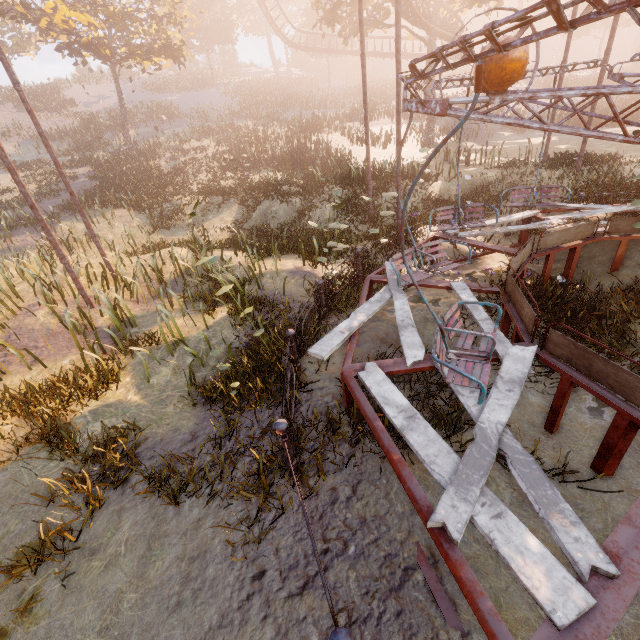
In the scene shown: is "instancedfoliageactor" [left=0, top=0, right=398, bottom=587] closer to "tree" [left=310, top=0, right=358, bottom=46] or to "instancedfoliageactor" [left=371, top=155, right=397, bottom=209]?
"tree" [left=310, top=0, right=358, bottom=46]

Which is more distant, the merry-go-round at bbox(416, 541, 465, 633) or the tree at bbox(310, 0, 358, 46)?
the tree at bbox(310, 0, 358, 46)

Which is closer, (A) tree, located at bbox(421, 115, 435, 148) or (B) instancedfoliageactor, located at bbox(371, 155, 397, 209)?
(B) instancedfoliageactor, located at bbox(371, 155, 397, 209)

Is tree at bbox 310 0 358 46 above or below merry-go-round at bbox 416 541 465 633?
above

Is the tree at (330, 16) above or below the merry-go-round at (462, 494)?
above

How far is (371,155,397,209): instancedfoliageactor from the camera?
9.3m

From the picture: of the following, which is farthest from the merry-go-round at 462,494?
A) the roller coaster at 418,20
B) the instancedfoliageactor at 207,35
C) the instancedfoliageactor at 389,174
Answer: the instancedfoliageactor at 207,35

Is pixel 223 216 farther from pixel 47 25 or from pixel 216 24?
pixel 216 24
